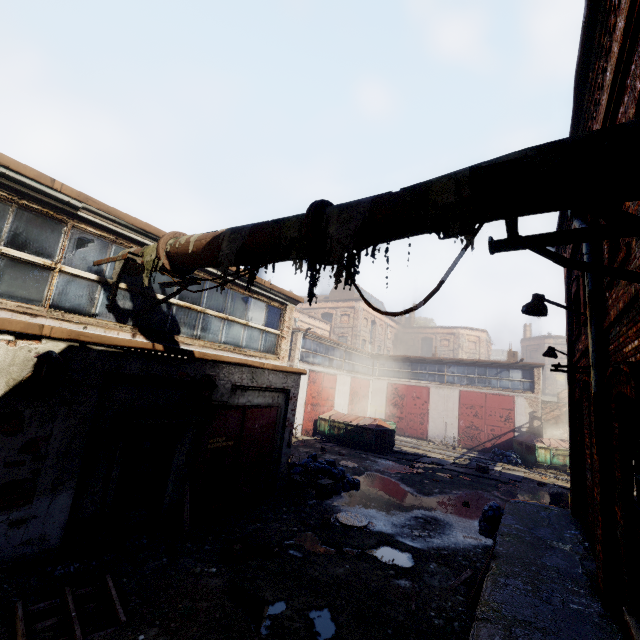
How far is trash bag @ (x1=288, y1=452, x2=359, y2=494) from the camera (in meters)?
10.92

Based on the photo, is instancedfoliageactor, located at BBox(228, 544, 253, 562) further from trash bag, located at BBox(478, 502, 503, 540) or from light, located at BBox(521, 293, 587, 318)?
light, located at BBox(521, 293, 587, 318)

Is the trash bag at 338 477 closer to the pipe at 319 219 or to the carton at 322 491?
the carton at 322 491

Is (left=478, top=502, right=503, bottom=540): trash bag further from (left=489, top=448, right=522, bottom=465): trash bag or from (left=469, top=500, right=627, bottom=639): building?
(left=489, top=448, right=522, bottom=465): trash bag

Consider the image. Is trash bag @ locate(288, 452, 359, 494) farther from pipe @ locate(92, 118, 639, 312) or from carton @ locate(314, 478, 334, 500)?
pipe @ locate(92, 118, 639, 312)

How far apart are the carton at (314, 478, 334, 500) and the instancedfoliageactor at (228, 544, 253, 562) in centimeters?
401cm

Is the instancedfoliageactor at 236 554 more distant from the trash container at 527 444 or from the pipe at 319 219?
the trash container at 527 444

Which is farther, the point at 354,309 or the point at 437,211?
the point at 354,309
